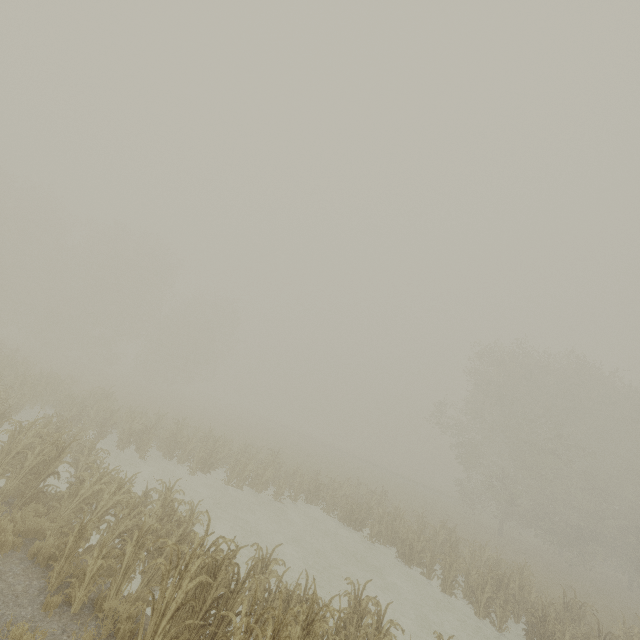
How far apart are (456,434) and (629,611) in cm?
1624
